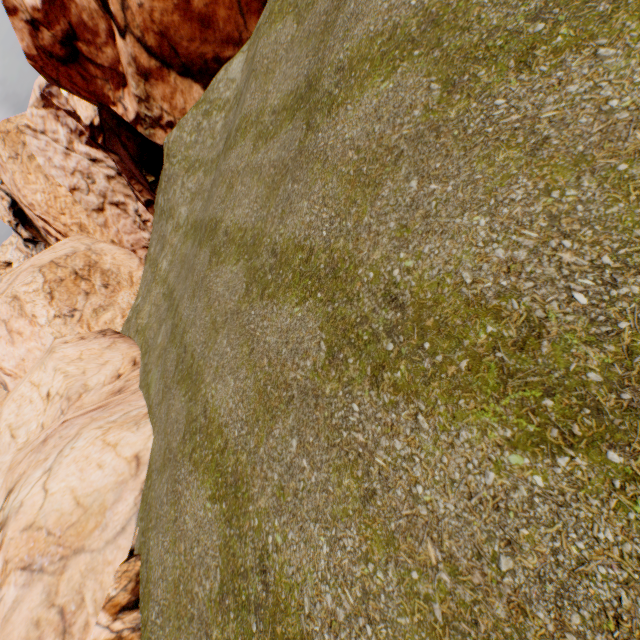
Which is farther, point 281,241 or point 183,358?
point 183,358
